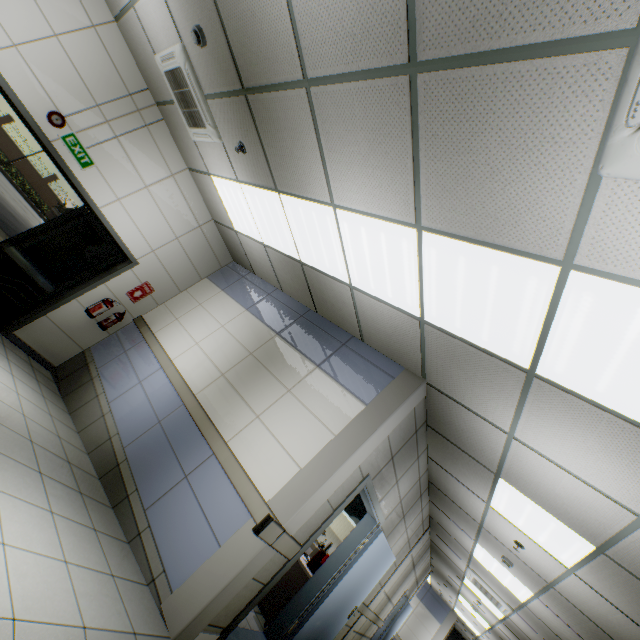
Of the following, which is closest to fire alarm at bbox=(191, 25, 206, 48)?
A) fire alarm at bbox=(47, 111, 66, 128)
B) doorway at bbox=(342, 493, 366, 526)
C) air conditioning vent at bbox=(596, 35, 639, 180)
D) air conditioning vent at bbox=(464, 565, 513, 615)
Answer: fire alarm at bbox=(47, 111, 66, 128)

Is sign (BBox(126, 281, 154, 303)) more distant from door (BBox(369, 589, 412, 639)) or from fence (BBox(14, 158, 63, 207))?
fence (BBox(14, 158, 63, 207))

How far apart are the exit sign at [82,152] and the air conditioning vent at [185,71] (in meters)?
1.58

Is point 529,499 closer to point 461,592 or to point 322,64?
point 322,64

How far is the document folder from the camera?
5.0m

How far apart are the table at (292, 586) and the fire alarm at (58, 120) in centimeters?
699cm

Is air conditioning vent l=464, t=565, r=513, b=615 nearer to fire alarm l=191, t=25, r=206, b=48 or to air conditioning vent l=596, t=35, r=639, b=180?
air conditioning vent l=596, t=35, r=639, b=180

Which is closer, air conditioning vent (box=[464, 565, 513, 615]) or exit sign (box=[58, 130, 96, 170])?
exit sign (box=[58, 130, 96, 170])
